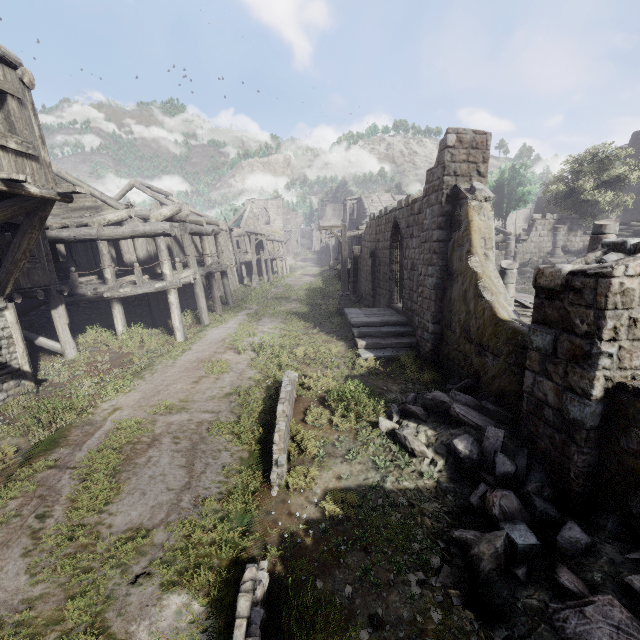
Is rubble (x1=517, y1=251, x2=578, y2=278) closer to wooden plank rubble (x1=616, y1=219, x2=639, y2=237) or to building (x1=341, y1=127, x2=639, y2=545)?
building (x1=341, y1=127, x2=639, y2=545)

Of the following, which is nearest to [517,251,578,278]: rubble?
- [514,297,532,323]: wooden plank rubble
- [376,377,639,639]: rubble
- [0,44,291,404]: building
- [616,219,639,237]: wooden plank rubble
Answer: [0,44,291,404]: building

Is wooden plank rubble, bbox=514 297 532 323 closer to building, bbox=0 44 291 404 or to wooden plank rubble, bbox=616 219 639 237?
building, bbox=0 44 291 404

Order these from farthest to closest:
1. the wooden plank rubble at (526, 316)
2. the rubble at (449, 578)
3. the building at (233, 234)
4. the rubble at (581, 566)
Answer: the wooden plank rubble at (526, 316), the building at (233, 234), the rubble at (449, 578), the rubble at (581, 566)

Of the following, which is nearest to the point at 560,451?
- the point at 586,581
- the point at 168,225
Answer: the point at 586,581

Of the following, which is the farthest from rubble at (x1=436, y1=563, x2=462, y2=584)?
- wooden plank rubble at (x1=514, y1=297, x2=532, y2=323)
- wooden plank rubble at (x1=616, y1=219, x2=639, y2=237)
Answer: wooden plank rubble at (x1=616, y1=219, x2=639, y2=237)

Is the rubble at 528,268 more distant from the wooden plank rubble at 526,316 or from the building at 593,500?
the wooden plank rubble at 526,316
